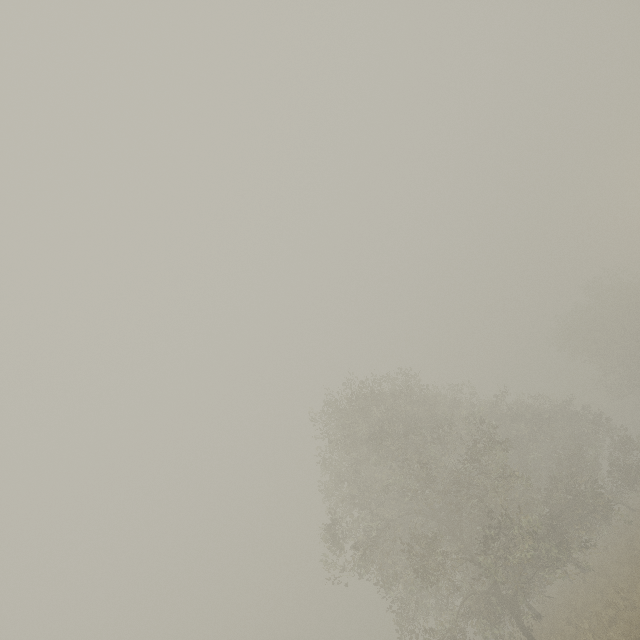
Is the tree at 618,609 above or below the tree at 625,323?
below

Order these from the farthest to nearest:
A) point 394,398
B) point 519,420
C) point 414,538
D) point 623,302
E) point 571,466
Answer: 1. point 623,302
2. point 519,420
3. point 394,398
4. point 571,466
5. point 414,538

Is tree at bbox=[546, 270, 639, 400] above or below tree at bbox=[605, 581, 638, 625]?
above

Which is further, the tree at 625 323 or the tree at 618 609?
the tree at 625 323

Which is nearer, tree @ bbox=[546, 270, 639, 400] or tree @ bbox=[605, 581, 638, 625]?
tree @ bbox=[605, 581, 638, 625]
